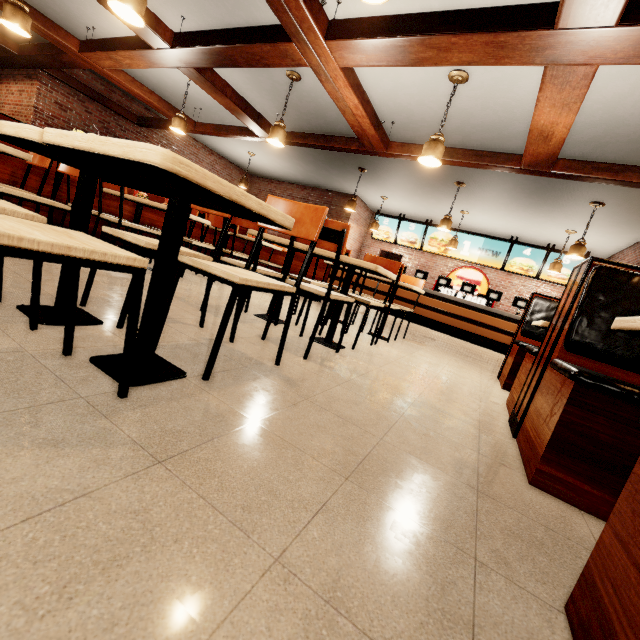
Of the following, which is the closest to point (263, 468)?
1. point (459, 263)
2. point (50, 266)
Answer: point (50, 266)
